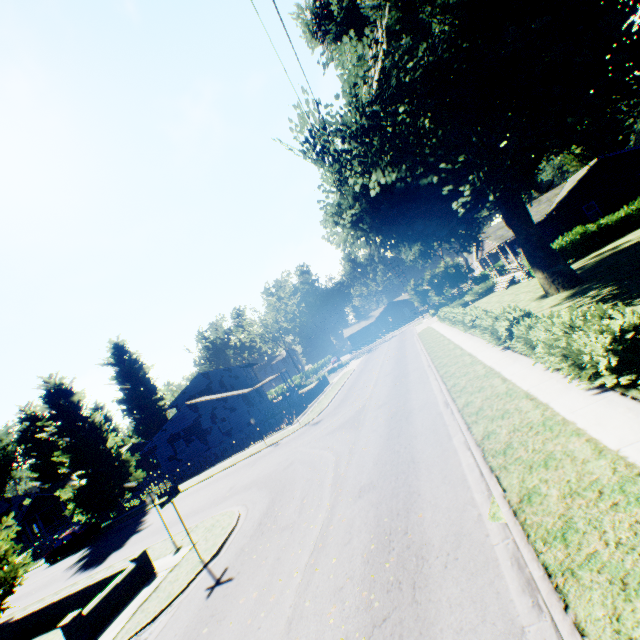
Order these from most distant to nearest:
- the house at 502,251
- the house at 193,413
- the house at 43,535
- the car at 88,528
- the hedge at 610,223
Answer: the house at 43,535 < the house at 193,413 < the house at 502,251 < the car at 88,528 < the hedge at 610,223

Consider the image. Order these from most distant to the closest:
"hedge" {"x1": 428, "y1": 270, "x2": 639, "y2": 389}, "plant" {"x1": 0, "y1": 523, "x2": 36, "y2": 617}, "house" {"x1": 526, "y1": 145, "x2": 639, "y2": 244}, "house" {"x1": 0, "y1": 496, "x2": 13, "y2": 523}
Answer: "house" {"x1": 0, "y1": 496, "x2": 13, "y2": 523} < "house" {"x1": 526, "y1": 145, "x2": 639, "y2": 244} < "plant" {"x1": 0, "y1": 523, "x2": 36, "y2": 617} < "hedge" {"x1": 428, "y1": 270, "x2": 639, "y2": 389}

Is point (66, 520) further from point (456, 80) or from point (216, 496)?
point (456, 80)

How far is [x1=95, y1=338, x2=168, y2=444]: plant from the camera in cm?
5575

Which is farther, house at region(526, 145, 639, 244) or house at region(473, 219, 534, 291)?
house at region(473, 219, 534, 291)

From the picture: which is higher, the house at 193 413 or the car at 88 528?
the house at 193 413

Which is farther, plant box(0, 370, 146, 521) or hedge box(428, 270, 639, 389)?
plant box(0, 370, 146, 521)

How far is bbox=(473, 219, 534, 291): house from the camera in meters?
31.3
